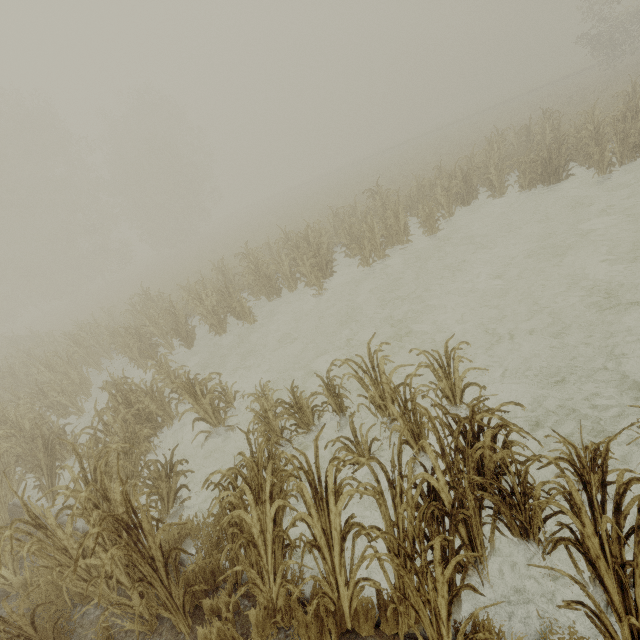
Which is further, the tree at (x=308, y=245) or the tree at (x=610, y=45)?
the tree at (x=610, y=45)

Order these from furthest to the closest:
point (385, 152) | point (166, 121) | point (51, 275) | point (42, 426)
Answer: point (385, 152), point (166, 121), point (51, 275), point (42, 426)

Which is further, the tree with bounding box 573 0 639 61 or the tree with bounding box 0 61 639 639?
the tree with bounding box 573 0 639 61
